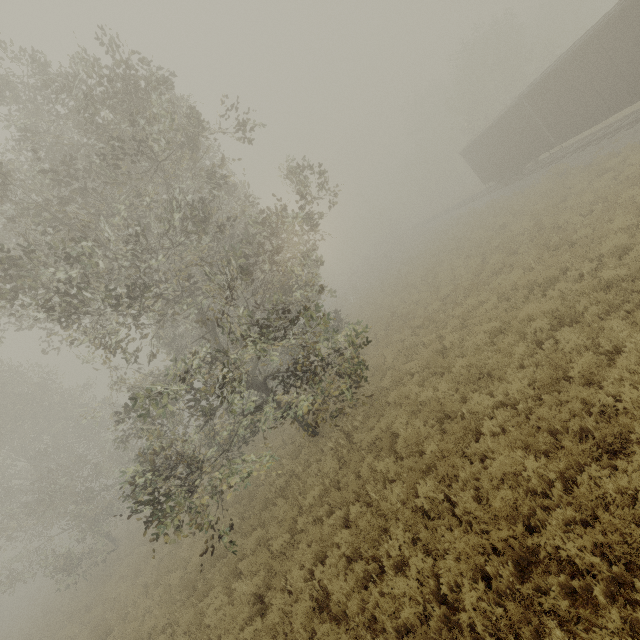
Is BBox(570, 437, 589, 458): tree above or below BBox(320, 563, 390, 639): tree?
above

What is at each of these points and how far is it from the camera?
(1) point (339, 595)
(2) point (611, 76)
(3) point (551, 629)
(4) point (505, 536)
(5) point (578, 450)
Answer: (1) tree, 6.2 meters
(2) boxcar, 14.5 meters
(3) tree, 3.7 meters
(4) tree, 4.8 meters
(5) tree, 5.2 meters

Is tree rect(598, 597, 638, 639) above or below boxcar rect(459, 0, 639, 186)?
below

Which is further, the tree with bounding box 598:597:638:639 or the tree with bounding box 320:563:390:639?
the tree with bounding box 320:563:390:639

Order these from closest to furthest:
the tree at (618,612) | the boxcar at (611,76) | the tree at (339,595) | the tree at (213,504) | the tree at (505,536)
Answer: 1. the tree at (618,612)
2. the tree at (505,536)
3. the tree at (339,595)
4. the tree at (213,504)
5. the boxcar at (611,76)

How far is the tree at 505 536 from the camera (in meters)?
4.76

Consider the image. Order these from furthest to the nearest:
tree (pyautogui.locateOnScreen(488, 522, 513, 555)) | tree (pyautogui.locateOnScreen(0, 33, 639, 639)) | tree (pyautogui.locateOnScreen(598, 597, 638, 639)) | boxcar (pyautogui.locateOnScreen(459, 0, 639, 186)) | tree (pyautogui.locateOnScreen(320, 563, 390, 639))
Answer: boxcar (pyautogui.locateOnScreen(459, 0, 639, 186))
tree (pyautogui.locateOnScreen(0, 33, 639, 639))
tree (pyautogui.locateOnScreen(320, 563, 390, 639))
tree (pyautogui.locateOnScreen(488, 522, 513, 555))
tree (pyautogui.locateOnScreen(598, 597, 638, 639))
